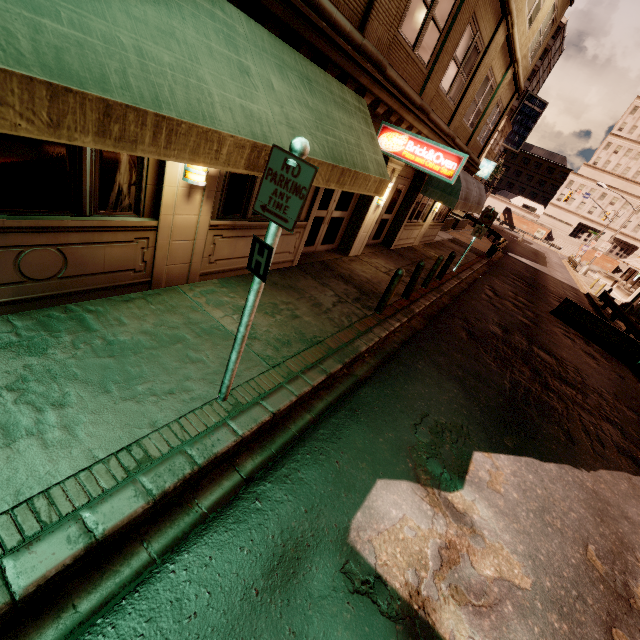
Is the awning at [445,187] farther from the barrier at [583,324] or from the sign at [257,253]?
the sign at [257,253]

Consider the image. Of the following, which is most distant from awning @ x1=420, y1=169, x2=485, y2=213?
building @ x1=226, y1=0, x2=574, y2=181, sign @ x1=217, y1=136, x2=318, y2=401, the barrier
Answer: sign @ x1=217, y1=136, x2=318, y2=401

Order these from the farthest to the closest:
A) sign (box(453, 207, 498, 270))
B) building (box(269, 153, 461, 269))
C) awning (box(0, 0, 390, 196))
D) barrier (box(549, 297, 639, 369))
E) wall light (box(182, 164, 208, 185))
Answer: sign (box(453, 207, 498, 270)) → barrier (box(549, 297, 639, 369)) → building (box(269, 153, 461, 269)) → wall light (box(182, 164, 208, 185)) → awning (box(0, 0, 390, 196))

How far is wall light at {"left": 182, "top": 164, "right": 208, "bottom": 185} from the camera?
4.7m

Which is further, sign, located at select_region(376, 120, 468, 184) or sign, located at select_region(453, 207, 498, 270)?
sign, located at select_region(453, 207, 498, 270)

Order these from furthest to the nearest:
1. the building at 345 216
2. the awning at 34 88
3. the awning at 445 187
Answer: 1. the awning at 445 187
2. the building at 345 216
3. the awning at 34 88

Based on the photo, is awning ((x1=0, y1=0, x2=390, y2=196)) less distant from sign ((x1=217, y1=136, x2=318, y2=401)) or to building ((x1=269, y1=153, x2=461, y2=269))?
building ((x1=269, y1=153, x2=461, y2=269))

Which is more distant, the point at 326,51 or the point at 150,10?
the point at 326,51
